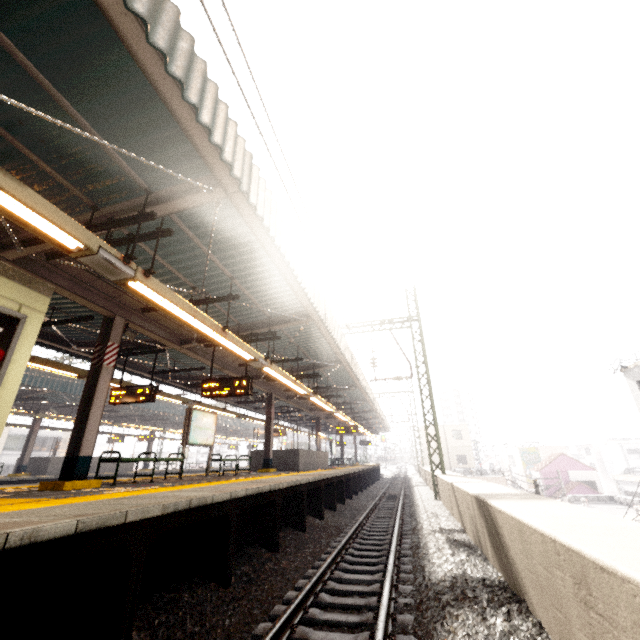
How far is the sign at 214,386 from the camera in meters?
9.0

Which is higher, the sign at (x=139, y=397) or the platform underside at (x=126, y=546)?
the sign at (x=139, y=397)

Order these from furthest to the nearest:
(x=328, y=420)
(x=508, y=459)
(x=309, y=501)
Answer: (x=508, y=459)
(x=328, y=420)
(x=309, y=501)

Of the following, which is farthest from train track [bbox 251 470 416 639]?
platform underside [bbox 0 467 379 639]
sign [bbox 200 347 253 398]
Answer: sign [bbox 200 347 253 398]

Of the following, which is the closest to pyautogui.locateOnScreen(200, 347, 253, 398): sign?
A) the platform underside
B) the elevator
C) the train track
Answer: the platform underside

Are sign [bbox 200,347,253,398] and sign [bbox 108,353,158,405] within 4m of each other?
yes

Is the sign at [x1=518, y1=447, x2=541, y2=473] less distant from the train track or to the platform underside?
the platform underside

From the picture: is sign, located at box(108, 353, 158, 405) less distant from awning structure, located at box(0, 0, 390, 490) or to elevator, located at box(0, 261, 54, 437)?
awning structure, located at box(0, 0, 390, 490)
